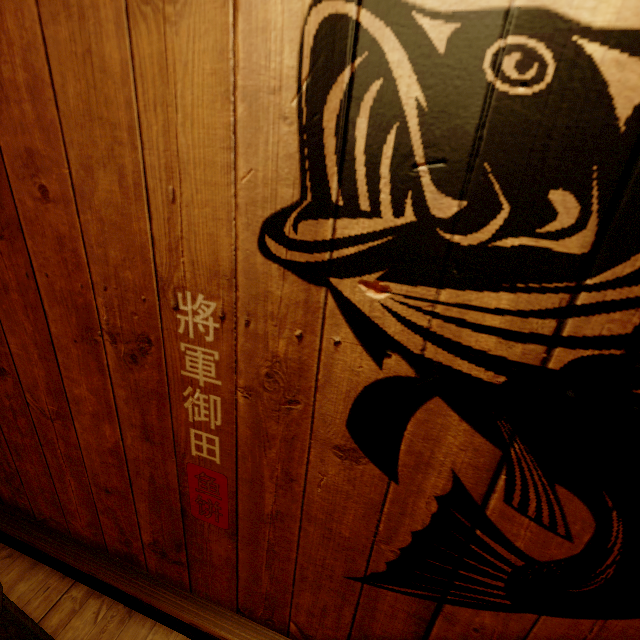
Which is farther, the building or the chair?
the chair

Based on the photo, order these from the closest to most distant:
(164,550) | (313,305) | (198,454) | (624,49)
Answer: (624,49)
(313,305)
(198,454)
(164,550)

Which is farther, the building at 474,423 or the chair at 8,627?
the chair at 8,627
